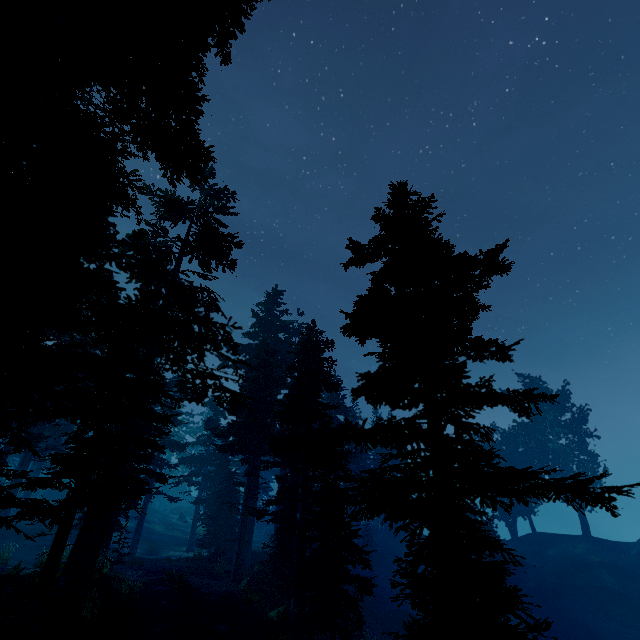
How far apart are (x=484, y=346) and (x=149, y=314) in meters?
10.8 m

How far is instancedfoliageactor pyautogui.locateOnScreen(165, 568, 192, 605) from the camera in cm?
1519

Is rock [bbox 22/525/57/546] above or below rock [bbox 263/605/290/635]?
above

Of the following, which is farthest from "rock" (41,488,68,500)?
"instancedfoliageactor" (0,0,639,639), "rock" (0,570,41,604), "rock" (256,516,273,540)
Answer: "rock" (0,570,41,604)

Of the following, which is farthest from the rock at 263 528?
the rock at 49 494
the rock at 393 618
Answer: the rock at 49 494

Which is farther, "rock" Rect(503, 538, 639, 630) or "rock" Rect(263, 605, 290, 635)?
"rock" Rect(503, 538, 639, 630)

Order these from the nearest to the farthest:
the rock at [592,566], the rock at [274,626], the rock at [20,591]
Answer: the rock at [20,591] < the rock at [274,626] < the rock at [592,566]

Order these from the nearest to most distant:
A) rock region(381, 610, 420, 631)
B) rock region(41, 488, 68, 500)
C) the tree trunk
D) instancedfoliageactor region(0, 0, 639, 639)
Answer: instancedfoliageactor region(0, 0, 639, 639), the tree trunk, rock region(381, 610, 420, 631), rock region(41, 488, 68, 500)
